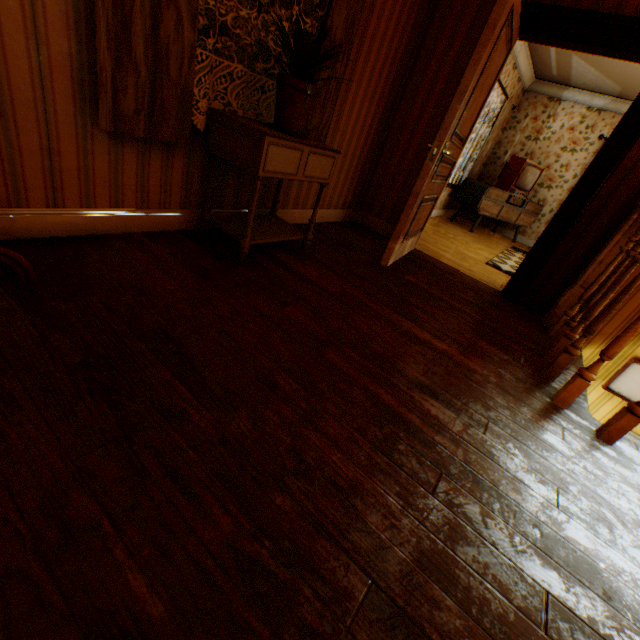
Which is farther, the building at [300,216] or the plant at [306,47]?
the building at [300,216]

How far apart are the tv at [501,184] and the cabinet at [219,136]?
5.3m

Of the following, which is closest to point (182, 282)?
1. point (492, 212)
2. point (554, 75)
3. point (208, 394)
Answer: point (208, 394)

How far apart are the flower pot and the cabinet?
0.02m

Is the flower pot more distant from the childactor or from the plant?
the childactor

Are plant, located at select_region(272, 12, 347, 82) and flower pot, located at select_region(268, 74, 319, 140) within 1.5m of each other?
yes

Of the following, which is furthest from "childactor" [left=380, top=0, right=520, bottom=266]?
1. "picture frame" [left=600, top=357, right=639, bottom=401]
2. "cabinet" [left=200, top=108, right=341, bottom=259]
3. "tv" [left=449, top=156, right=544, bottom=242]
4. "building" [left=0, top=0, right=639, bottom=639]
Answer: "tv" [left=449, top=156, right=544, bottom=242]

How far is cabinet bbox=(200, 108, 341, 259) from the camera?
2.0m
